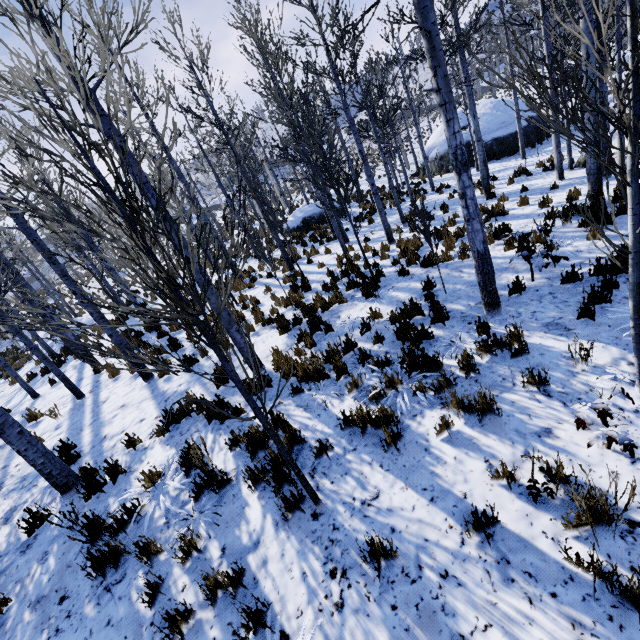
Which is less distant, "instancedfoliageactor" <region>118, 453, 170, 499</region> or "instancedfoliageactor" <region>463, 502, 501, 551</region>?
"instancedfoliageactor" <region>463, 502, 501, 551</region>

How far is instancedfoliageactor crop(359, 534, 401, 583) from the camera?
2.8m

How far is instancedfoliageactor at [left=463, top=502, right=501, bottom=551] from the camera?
2.7m

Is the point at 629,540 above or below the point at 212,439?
below

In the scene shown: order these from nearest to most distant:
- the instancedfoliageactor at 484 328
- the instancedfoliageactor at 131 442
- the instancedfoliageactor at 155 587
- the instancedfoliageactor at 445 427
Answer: the instancedfoliageactor at 155 587 → the instancedfoliageactor at 445 427 → the instancedfoliageactor at 484 328 → the instancedfoliageactor at 131 442

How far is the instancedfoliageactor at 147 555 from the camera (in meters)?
3.54

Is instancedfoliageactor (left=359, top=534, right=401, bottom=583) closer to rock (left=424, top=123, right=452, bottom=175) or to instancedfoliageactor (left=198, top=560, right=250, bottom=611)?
instancedfoliageactor (left=198, top=560, right=250, bottom=611)
